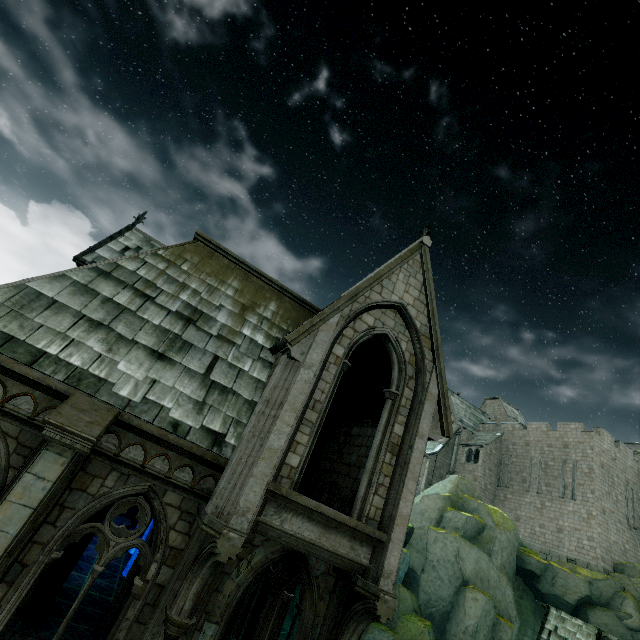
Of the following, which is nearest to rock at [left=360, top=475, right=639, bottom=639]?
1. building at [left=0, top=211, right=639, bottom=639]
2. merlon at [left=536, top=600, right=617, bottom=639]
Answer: building at [left=0, top=211, right=639, bottom=639]

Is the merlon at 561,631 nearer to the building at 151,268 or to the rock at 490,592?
the building at 151,268

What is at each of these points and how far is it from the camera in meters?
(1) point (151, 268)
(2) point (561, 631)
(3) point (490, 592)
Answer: (1) building, 9.4
(2) merlon, 7.8
(3) rock, 21.5

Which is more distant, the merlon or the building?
the merlon

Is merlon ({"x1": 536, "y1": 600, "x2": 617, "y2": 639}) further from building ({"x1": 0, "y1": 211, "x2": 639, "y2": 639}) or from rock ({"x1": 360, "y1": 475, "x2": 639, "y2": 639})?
rock ({"x1": 360, "y1": 475, "x2": 639, "y2": 639})

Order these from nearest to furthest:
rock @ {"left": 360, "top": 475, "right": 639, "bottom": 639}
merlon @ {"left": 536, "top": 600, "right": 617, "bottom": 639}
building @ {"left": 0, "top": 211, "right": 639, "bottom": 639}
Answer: building @ {"left": 0, "top": 211, "right": 639, "bottom": 639} → merlon @ {"left": 536, "top": 600, "right": 617, "bottom": 639} → rock @ {"left": 360, "top": 475, "right": 639, "bottom": 639}

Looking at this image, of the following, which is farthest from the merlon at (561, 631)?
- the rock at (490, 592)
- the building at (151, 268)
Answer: the rock at (490, 592)
